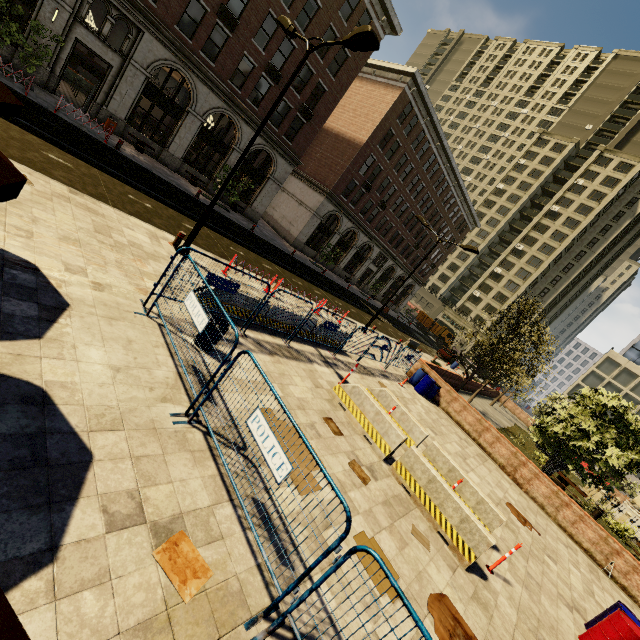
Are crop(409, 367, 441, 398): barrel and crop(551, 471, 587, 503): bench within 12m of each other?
yes

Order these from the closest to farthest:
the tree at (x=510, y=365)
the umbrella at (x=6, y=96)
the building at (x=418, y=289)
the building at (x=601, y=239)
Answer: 1. the umbrella at (x=6, y=96)
2. the tree at (x=510, y=365)
3. the building at (x=418, y=289)
4. the building at (x=601, y=239)

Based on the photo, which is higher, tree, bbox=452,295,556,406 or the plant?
tree, bbox=452,295,556,406

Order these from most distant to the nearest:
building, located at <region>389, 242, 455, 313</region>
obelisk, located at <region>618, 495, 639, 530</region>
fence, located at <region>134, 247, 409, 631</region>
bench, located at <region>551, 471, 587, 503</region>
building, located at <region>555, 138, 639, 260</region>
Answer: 1. building, located at <region>555, 138, 639, 260</region>
2. building, located at <region>389, 242, 455, 313</region>
3. obelisk, located at <region>618, 495, 639, 530</region>
4. bench, located at <region>551, 471, 587, 503</region>
5. fence, located at <region>134, 247, 409, 631</region>

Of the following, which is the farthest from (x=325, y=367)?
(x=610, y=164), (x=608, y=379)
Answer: (x=610, y=164)

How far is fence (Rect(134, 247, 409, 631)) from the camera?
3.30m

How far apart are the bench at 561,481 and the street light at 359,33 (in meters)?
24.66

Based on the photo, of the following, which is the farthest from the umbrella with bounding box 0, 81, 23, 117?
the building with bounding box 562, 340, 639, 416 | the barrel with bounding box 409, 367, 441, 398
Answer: the building with bounding box 562, 340, 639, 416
